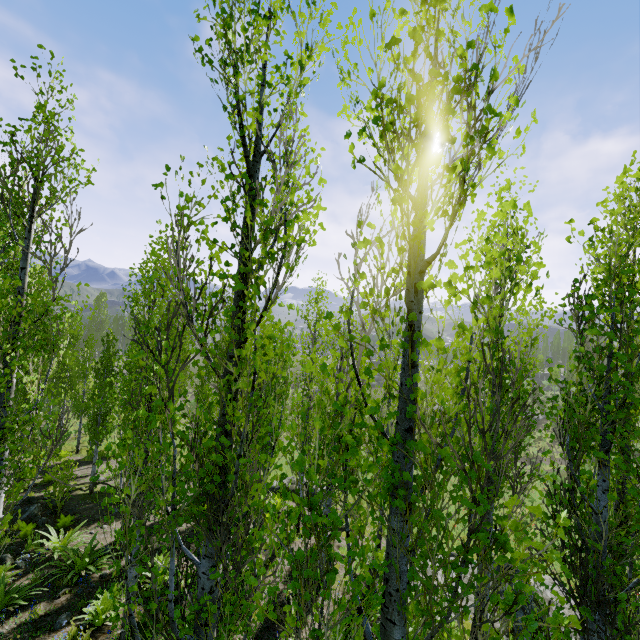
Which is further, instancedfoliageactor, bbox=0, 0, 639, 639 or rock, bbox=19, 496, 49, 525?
rock, bbox=19, 496, 49, 525

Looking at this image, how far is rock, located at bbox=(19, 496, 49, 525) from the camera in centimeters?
1155cm

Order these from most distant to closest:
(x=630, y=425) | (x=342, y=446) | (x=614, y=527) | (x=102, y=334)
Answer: (x=102, y=334), (x=342, y=446), (x=630, y=425), (x=614, y=527)

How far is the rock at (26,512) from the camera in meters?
11.5

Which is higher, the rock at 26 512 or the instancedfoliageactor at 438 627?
the instancedfoliageactor at 438 627

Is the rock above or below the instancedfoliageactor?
below
